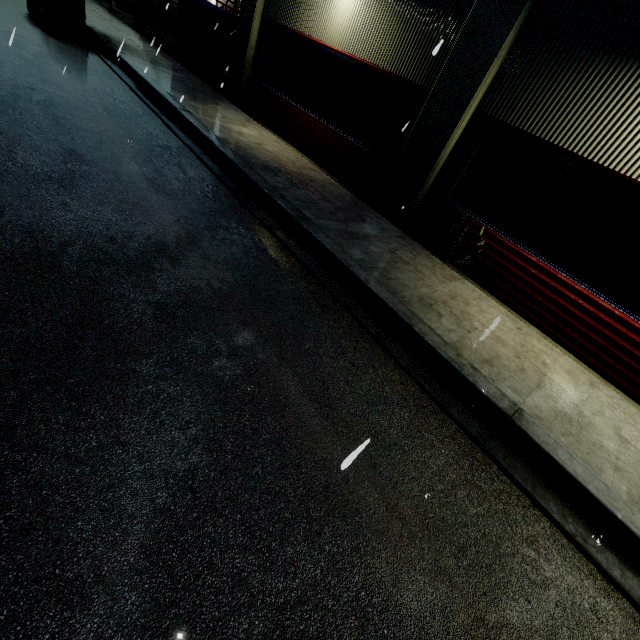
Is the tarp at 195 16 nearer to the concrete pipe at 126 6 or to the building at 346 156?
the building at 346 156

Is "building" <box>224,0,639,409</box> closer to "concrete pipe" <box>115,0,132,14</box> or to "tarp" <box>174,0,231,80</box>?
"concrete pipe" <box>115,0,132,14</box>

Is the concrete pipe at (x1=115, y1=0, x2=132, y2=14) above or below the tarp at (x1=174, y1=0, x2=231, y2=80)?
below

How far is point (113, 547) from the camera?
1.7 meters

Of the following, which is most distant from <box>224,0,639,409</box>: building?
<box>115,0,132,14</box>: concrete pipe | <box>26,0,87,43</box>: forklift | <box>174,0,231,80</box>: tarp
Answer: <box>26,0,87,43</box>: forklift

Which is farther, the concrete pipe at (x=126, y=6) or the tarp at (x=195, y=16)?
the concrete pipe at (x=126, y=6)

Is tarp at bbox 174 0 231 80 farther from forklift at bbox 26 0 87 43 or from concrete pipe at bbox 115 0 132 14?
concrete pipe at bbox 115 0 132 14

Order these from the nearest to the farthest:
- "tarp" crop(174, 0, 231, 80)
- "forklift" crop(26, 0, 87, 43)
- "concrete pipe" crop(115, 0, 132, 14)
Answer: "forklift" crop(26, 0, 87, 43) → "tarp" crop(174, 0, 231, 80) → "concrete pipe" crop(115, 0, 132, 14)
